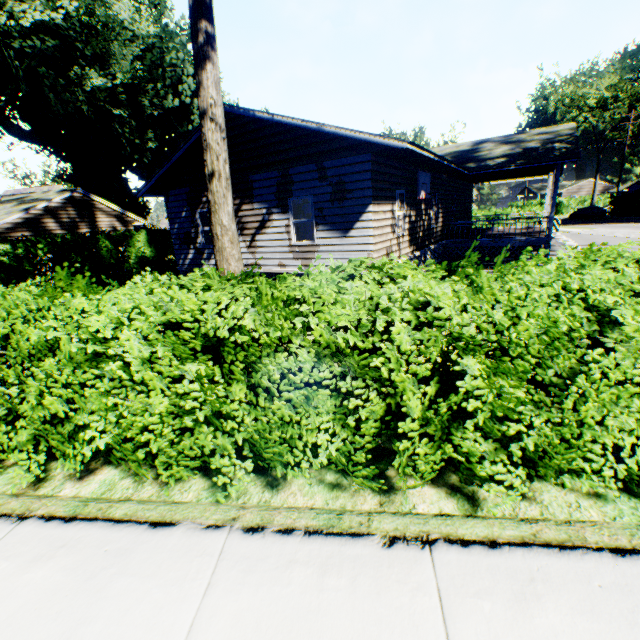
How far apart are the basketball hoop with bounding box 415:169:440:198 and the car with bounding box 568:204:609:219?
41.7 meters

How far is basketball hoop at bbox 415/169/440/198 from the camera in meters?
12.1 m

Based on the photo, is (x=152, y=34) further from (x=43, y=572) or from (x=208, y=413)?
(x=43, y=572)

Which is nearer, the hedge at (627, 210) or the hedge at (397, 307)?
the hedge at (397, 307)

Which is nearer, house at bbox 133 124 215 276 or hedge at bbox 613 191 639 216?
house at bbox 133 124 215 276

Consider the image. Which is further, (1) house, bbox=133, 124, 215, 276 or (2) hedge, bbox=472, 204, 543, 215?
(2) hedge, bbox=472, 204, 543, 215

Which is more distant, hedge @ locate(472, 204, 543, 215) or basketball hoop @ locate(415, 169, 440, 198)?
hedge @ locate(472, 204, 543, 215)

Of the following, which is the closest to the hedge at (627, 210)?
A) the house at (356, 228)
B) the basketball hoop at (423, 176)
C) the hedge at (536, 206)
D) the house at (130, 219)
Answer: the hedge at (536, 206)
